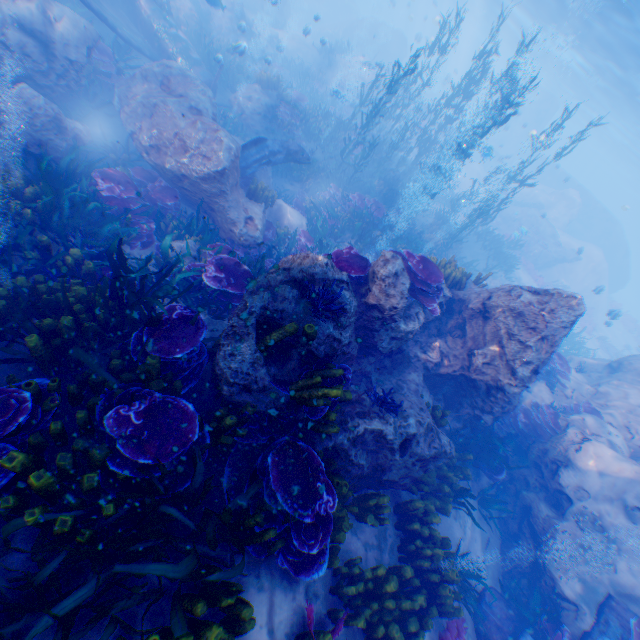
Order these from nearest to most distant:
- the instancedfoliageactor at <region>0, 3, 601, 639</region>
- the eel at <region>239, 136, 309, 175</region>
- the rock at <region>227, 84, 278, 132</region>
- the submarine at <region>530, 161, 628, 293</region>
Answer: the instancedfoliageactor at <region>0, 3, 601, 639</region>, the eel at <region>239, 136, 309, 175</region>, the rock at <region>227, 84, 278, 132</region>, the submarine at <region>530, 161, 628, 293</region>

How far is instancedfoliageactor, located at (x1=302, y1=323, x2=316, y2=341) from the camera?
4.02m

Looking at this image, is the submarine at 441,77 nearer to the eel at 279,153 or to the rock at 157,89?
the rock at 157,89

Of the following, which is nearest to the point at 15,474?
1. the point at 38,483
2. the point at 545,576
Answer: the point at 38,483

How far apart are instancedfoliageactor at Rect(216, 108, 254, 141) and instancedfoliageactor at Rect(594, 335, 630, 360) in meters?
29.6

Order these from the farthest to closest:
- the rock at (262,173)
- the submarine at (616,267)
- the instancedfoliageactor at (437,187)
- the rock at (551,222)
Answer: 1. the submarine at (616,267)
2. the rock at (551,222)
3. the rock at (262,173)
4. the instancedfoliageactor at (437,187)

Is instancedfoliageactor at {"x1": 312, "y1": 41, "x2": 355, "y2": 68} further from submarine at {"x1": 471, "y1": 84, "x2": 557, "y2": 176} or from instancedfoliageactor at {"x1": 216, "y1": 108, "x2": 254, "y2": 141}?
instancedfoliageactor at {"x1": 216, "y1": 108, "x2": 254, "y2": 141}

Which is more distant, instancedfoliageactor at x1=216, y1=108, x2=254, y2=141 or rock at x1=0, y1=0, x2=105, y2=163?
instancedfoliageactor at x1=216, y1=108, x2=254, y2=141
